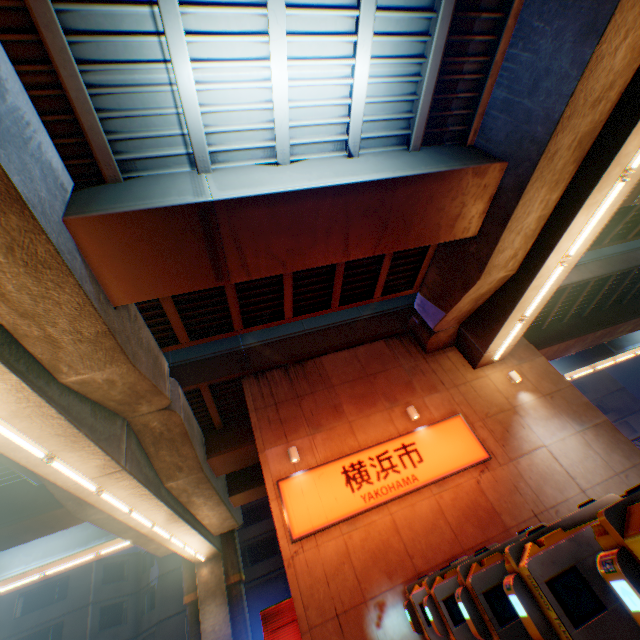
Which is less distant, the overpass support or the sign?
the overpass support

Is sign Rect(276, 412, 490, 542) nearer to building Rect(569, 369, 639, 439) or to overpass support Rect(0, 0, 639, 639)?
overpass support Rect(0, 0, 639, 639)

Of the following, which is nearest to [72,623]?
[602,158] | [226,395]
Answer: [226,395]

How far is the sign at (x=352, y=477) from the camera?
9.1m

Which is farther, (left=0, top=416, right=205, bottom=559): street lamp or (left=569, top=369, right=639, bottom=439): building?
(left=569, top=369, right=639, bottom=439): building

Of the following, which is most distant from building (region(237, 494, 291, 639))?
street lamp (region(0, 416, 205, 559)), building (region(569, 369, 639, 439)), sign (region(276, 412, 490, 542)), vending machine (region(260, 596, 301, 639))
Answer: sign (region(276, 412, 490, 542))

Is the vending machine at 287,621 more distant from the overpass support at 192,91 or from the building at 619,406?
the building at 619,406

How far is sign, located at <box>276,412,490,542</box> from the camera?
9.1m
